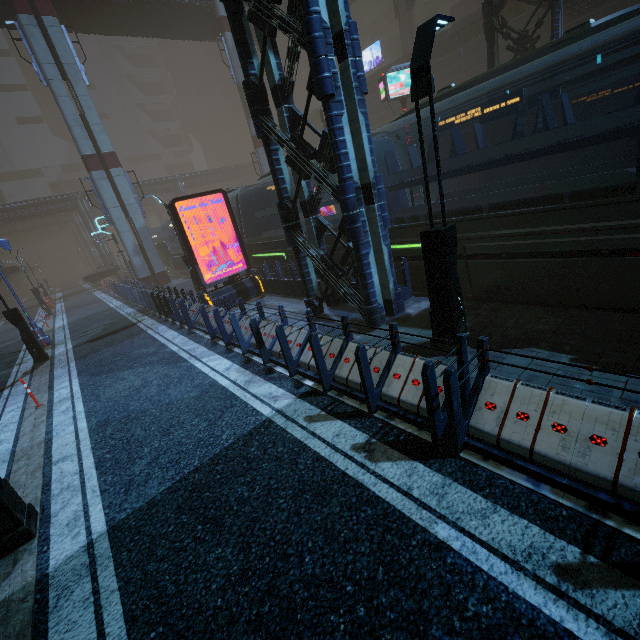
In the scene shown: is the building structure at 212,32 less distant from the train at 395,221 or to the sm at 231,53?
the sm at 231,53

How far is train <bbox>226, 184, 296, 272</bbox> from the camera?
14.8m

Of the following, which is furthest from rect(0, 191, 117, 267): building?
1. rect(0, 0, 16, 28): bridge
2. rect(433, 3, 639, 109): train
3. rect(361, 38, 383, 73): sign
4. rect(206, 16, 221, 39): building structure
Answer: rect(206, 16, 221, 39): building structure

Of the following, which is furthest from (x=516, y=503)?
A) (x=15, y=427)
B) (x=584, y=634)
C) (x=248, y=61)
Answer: (x=15, y=427)

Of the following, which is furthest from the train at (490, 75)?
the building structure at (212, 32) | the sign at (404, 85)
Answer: the building structure at (212, 32)

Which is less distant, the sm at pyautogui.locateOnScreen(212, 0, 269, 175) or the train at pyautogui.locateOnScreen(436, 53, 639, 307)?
the train at pyautogui.locateOnScreen(436, 53, 639, 307)

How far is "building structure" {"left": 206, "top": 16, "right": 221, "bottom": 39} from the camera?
28.48m

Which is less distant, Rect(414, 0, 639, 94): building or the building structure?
Rect(414, 0, 639, 94): building
